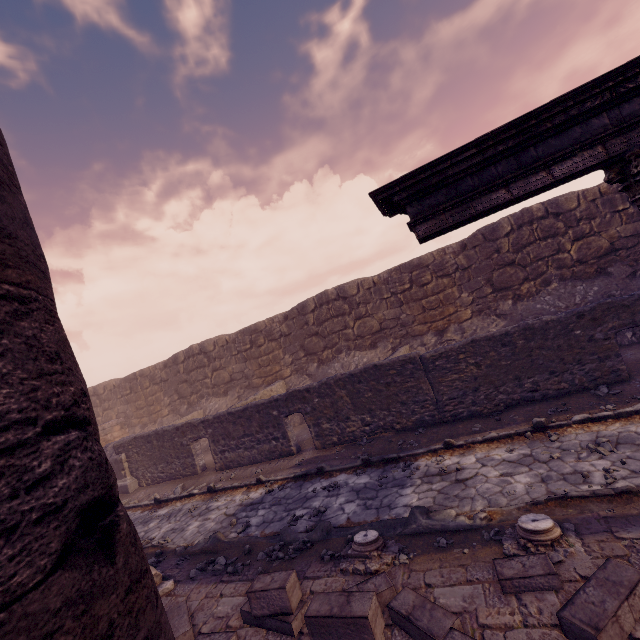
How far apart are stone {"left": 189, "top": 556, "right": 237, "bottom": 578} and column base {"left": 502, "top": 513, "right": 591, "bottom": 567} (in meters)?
3.83

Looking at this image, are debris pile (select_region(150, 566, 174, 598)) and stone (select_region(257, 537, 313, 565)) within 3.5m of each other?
yes

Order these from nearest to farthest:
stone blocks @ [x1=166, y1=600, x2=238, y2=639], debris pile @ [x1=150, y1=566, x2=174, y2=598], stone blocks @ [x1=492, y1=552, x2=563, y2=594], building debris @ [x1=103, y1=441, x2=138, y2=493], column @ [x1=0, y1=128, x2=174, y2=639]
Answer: column @ [x1=0, y1=128, x2=174, y2=639]
stone blocks @ [x1=492, y1=552, x2=563, y2=594]
stone blocks @ [x1=166, y1=600, x2=238, y2=639]
debris pile @ [x1=150, y1=566, x2=174, y2=598]
building debris @ [x1=103, y1=441, x2=138, y2=493]

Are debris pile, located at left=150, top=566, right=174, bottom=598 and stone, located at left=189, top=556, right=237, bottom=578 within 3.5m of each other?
yes

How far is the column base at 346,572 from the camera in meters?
4.1 m

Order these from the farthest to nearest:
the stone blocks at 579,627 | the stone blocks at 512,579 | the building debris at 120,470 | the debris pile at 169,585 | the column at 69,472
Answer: the building debris at 120,470
the debris pile at 169,585
the stone blocks at 512,579
the stone blocks at 579,627
the column at 69,472

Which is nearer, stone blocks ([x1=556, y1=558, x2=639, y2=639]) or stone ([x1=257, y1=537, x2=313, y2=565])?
stone blocks ([x1=556, y1=558, x2=639, y2=639])

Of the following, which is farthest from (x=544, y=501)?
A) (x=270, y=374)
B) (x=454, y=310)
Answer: (x=270, y=374)
